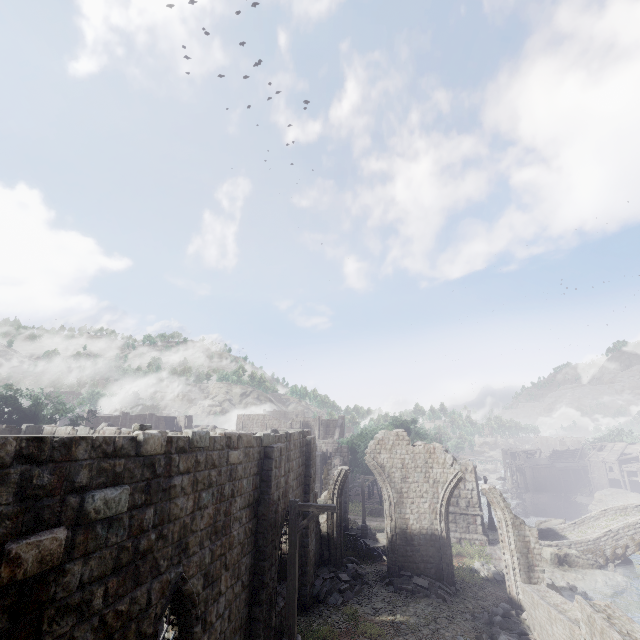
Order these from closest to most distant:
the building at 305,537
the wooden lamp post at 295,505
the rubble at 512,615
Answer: the wooden lamp post at 295,505, the rubble at 512,615, the building at 305,537

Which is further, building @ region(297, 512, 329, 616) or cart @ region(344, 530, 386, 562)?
cart @ region(344, 530, 386, 562)

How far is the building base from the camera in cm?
2131

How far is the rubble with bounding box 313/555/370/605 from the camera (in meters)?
14.91

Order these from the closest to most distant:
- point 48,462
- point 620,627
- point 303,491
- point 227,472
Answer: point 48,462
point 620,627
point 227,472
point 303,491

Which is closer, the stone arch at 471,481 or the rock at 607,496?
the stone arch at 471,481

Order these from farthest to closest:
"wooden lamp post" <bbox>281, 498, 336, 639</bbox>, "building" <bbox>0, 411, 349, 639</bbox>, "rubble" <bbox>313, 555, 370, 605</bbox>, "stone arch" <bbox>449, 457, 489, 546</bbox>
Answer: "stone arch" <bbox>449, 457, 489, 546</bbox>
"rubble" <bbox>313, 555, 370, 605</bbox>
"wooden lamp post" <bbox>281, 498, 336, 639</bbox>
"building" <bbox>0, 411, 349, 639</bbox>

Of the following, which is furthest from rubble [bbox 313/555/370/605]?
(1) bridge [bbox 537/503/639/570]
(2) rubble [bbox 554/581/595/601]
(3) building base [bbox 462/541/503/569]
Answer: (1) bridge [bbox 537/503/639/570]
